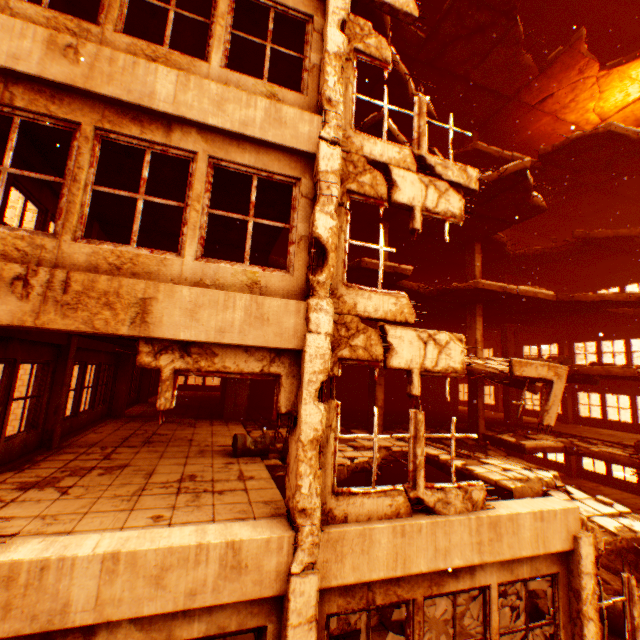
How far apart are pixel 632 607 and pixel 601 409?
15.9m

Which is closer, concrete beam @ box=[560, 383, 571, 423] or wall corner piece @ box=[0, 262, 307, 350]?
wall corner piece @ box=[0, 262, 307, 350]

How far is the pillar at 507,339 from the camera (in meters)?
18.61

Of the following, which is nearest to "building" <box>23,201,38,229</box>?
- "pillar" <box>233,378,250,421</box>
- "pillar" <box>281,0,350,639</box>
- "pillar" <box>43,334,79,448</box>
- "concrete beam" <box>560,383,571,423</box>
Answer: "pillar" <box>281,0,350,639</box>

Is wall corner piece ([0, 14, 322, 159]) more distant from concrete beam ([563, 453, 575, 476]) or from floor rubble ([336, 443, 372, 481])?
concrete beam ([563, 453, 575, 476])

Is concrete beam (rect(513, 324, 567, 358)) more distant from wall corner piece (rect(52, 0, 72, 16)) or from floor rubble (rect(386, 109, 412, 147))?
wall corner piece (rect(52, 0, 72, 16))

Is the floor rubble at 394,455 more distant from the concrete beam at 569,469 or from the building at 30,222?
the building at 30,222

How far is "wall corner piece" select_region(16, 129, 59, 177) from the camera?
5.2 meters
